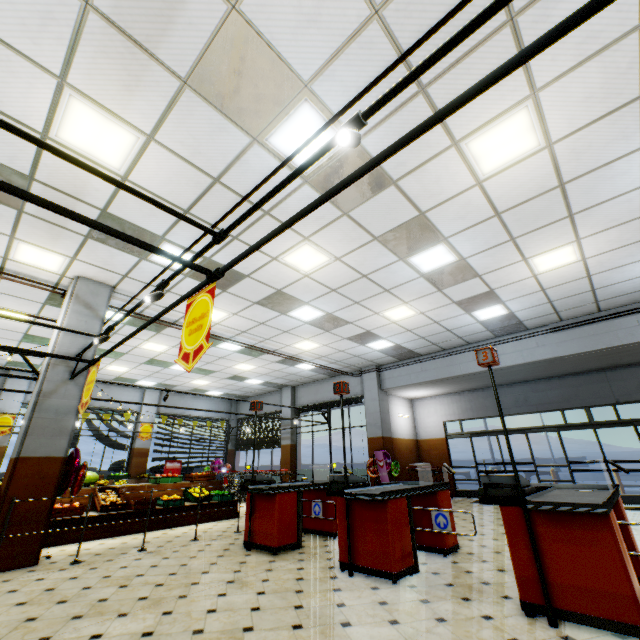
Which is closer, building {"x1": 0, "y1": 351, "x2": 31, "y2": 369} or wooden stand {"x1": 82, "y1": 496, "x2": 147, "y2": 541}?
wooden stand {"x1": 82, "y1": 496, "x2": 147, "y2": 541}

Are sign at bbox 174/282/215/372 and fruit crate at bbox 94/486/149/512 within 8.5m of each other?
yes

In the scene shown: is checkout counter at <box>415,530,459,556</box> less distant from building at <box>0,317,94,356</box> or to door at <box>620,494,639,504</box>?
building at <box>0,317,94,356</box>

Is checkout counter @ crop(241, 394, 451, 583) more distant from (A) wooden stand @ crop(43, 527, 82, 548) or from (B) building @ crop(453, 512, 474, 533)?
(A) wooden stand @ crop(43, 527, 82, 548)

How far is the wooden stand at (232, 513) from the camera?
8.4 meters

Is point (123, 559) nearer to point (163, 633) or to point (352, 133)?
point (163, 633)

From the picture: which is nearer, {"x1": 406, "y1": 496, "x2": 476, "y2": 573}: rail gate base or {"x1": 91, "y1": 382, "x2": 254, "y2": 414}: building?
{"x1": 406, "y1": 496, "x2": 476, "y2": 573}: rail gate base
